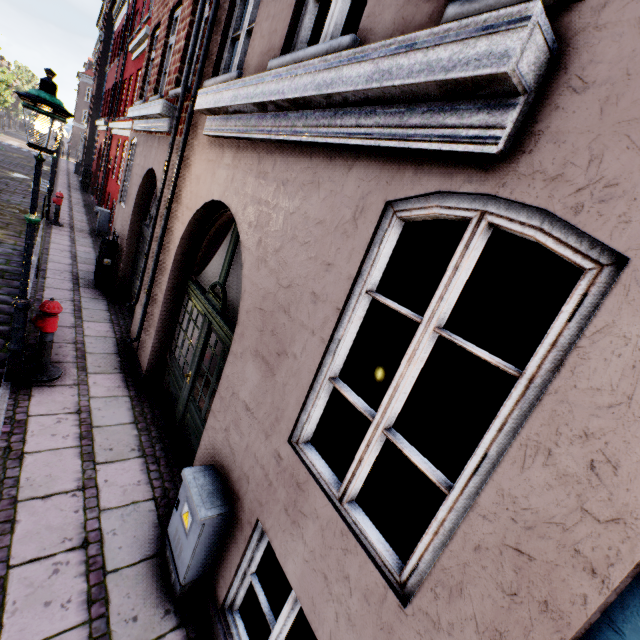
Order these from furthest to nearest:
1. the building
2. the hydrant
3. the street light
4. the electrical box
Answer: the hydrant, the street light, the electrical box, the building

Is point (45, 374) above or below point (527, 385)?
below

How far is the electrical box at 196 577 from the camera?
2.69m

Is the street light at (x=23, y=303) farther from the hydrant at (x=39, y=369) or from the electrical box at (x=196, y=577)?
the electrical box at (x=196, y=577)

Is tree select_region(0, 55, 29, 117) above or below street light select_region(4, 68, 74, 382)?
above

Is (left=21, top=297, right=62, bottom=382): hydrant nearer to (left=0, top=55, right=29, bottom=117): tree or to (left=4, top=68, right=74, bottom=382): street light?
(left=4, top=68, right=74, bottom=382): street light

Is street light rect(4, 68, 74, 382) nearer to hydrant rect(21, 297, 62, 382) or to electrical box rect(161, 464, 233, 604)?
hydrant rect(21, 297, 62, 382)
